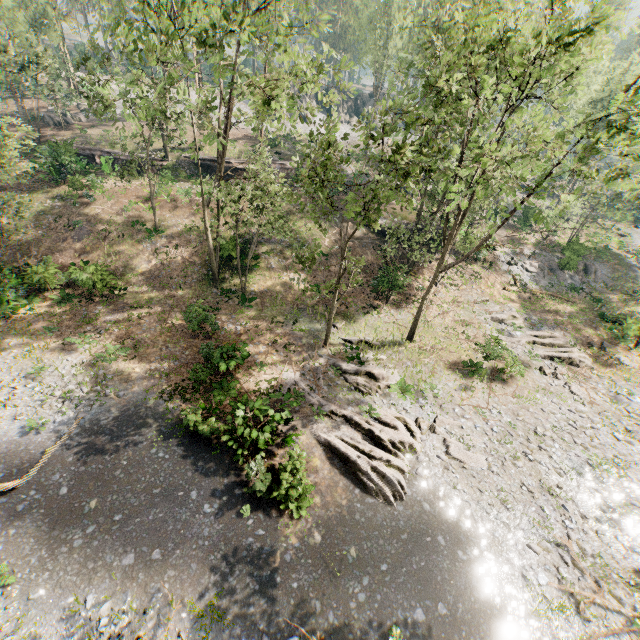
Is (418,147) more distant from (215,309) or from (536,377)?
(536,377)

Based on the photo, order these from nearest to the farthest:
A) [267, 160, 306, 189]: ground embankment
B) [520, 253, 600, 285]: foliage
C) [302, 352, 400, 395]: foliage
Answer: [302, 352, 400, 395]: foliage < [520, 253, 600, 285]: foliage < [267, 160, 306, 189]: ground embankment

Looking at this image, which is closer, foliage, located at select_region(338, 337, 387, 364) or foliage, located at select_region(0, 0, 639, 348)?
foliage, located at select_region(0, 0, 639, 348)

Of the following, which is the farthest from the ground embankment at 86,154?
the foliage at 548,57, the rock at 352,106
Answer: the rock at 352,106

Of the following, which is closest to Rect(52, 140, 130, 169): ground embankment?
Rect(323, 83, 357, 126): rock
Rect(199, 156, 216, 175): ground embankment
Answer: Rect(199, 156, 216, 175): ground embankment

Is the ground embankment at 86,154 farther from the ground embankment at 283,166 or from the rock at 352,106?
the rock at 352,106

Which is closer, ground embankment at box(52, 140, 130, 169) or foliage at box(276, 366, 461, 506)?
foliage at box(276, 366, 461, 506)
